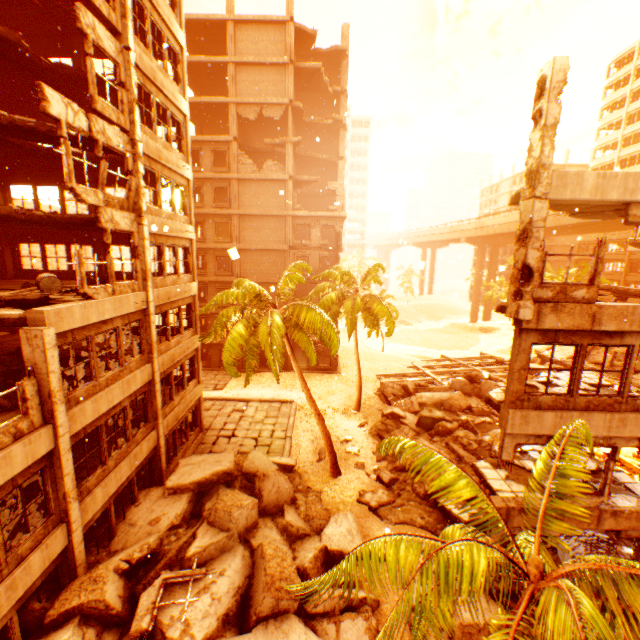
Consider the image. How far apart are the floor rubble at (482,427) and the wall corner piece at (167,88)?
24.1m

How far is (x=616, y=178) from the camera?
7.7m

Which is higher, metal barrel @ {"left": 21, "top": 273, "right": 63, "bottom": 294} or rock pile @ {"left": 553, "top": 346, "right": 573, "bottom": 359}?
metal barrel @ {"left": 21, "top": 273, "right": 63, "bottom": 294}

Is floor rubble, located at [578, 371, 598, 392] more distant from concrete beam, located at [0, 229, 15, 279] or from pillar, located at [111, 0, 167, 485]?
concrete beam, located at [0, 229, 15, 279]

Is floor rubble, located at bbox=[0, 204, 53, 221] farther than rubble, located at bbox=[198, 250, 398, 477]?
No

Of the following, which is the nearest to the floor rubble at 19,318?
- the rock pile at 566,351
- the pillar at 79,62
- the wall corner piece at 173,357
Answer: the wall corner piece at 173,357

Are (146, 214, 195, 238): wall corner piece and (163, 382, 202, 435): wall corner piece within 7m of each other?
no
